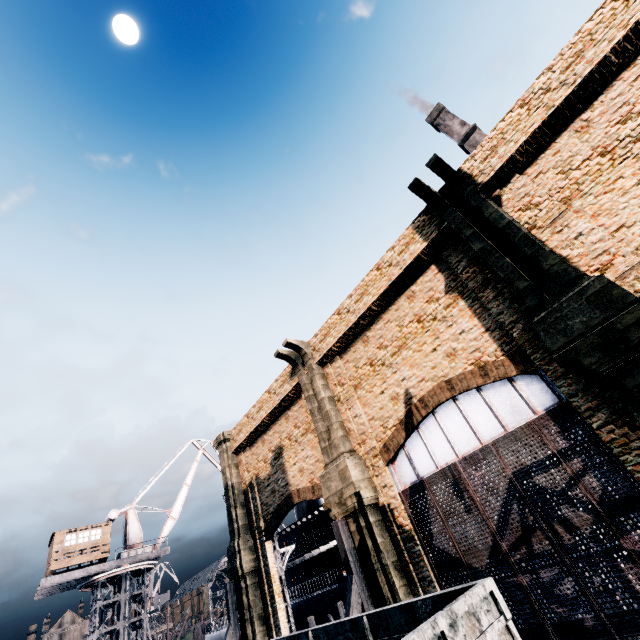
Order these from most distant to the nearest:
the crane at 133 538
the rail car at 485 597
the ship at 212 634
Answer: the ship at 212 634
the crane at 133 538
the rail car at 485 597

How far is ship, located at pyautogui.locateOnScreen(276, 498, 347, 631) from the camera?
26.9m

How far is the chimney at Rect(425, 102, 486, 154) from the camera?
50.2m

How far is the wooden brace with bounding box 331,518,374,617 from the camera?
12.4m

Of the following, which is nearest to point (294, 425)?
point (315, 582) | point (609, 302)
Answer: point (609, 302)

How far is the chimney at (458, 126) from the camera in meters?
50.2

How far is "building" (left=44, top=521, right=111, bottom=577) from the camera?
29.7m

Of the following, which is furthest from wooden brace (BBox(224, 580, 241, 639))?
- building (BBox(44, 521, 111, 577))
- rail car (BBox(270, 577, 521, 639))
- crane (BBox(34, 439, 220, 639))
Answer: building (BBox(44, 521, 111, 577))
